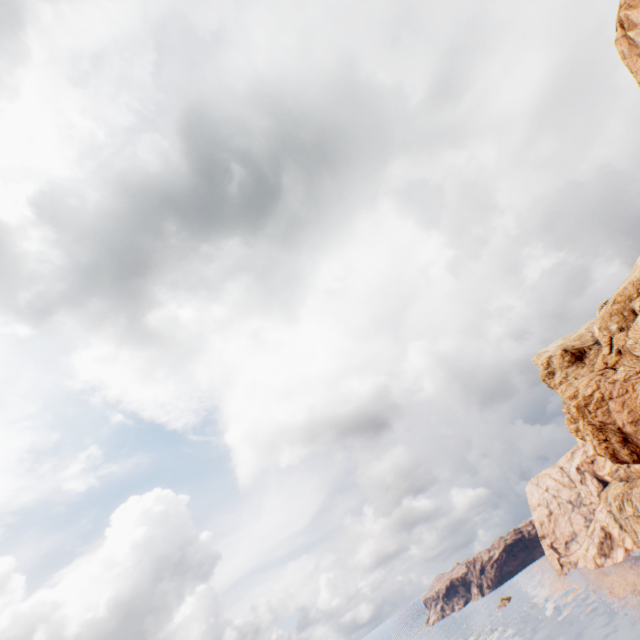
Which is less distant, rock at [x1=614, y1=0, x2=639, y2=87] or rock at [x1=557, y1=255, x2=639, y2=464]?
rock at [x1=614, y1=0, x2=639, y2=87]

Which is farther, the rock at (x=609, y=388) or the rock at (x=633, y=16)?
the rock at (x=609, y=388)

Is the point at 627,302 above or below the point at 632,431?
above
